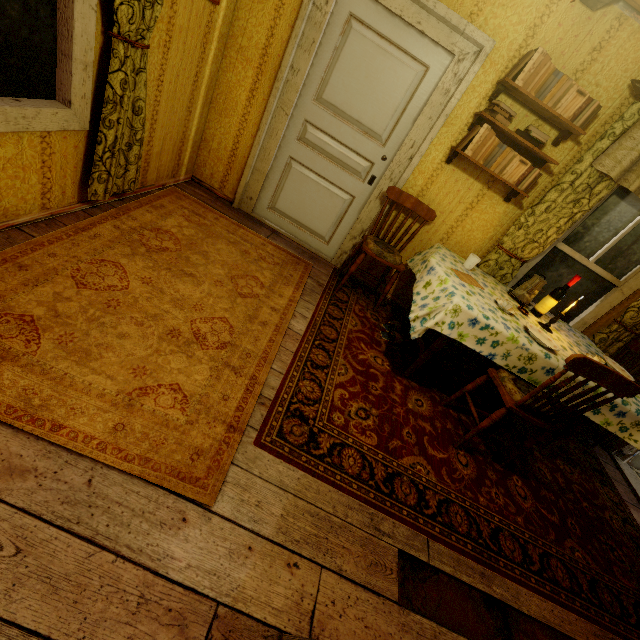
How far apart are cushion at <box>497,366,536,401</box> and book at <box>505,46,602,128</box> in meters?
2.0 m

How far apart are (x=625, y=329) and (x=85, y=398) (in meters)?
4.74

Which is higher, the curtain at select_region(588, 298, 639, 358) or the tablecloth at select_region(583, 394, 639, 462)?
A: the curtain at select_region(588, 298, 639, 358)

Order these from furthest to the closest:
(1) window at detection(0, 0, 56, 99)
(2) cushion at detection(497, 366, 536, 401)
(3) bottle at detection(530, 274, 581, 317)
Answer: (3) bottle at detection(530, 274, 581, 317), (2) cushion at detection(497, 366, 536, 401), (1) window at detection(0, 0, 56, 99)

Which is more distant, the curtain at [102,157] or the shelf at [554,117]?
the shelf at [554,117]

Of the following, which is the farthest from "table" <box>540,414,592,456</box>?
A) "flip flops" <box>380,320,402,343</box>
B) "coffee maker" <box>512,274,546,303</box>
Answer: "coffee maker" <box>512,274,546,303</box>

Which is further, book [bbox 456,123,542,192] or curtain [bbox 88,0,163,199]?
book [bbox 456,123,542,192]

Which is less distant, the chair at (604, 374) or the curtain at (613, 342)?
the chair at (604, 374)
